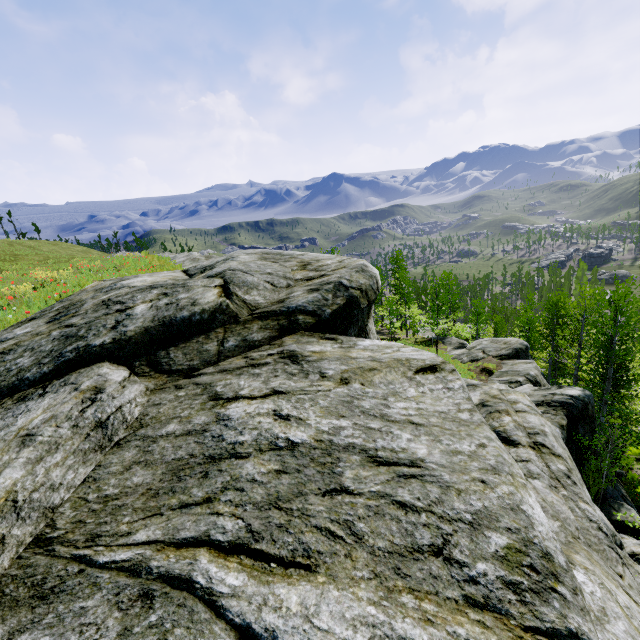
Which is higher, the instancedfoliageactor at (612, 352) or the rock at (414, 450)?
the rock at (414, 450)

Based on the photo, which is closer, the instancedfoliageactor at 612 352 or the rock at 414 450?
the rock at 414 450

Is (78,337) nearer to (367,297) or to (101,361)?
(101,361)

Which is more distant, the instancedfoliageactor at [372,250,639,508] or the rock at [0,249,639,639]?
the instancedfoliageactor at [372,250,639,508]

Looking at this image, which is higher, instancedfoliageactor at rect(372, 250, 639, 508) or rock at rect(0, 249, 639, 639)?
rock at rect(0, 249, 639, 639)
